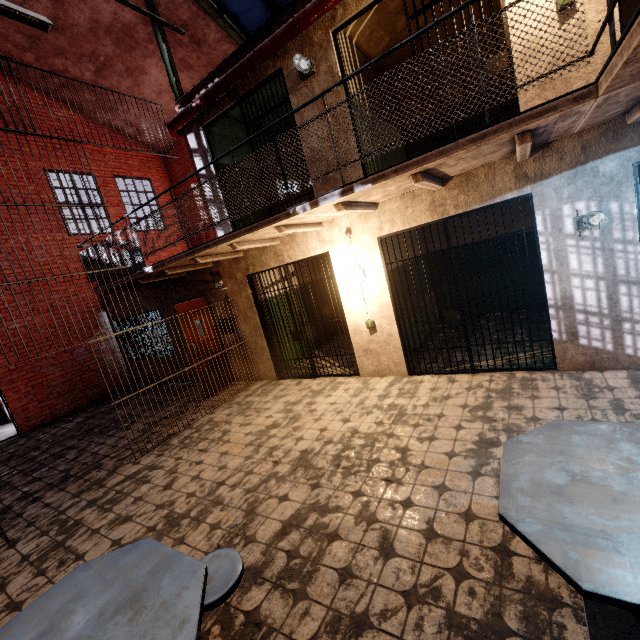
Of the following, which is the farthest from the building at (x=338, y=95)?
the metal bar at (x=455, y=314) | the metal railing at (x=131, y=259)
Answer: the metal railing at (x=131, y=259)

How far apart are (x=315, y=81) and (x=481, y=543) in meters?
6.0

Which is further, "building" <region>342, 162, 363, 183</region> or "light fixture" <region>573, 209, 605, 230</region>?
"building" <region>342, 162, 363, 183</region>

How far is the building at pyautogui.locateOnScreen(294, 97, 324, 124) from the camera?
5.0m

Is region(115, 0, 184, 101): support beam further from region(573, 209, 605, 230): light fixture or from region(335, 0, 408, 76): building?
region(573, 209, 605, 230): light fixture

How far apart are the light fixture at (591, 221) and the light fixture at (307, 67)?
4.2m

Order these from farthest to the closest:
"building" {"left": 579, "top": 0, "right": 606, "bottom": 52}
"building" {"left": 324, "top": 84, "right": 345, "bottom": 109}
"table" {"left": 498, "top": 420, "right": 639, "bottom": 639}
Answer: "building" {"left": 324, "top": 84, "right": 345, "bottom": 109} → "building" {"left": 579, "top": 0, "right": 606, "bottom": 52} → "table" {"left": 498, "top": 420, "right": 639, "bottom": 639}

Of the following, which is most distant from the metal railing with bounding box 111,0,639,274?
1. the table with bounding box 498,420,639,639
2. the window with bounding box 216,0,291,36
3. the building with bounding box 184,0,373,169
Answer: the window with bounding box 216,0,291,36
